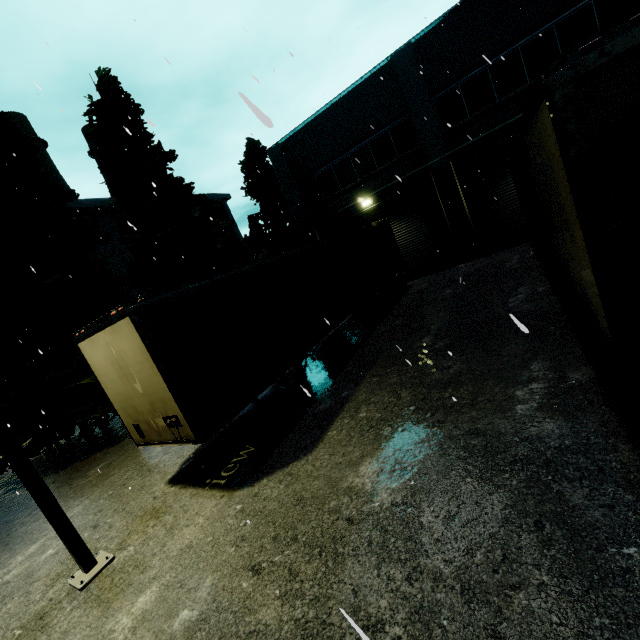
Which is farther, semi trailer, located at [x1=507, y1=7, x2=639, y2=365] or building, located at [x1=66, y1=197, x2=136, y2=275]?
building, located at [x1=66, y1=197, x2=136, y2=275]

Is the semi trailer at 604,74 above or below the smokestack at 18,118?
below

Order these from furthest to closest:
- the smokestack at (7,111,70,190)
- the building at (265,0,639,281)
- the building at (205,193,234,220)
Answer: the building at (205,193,234,220), the smokestack at (7,111,70,190), the building at (265,0,639,281)

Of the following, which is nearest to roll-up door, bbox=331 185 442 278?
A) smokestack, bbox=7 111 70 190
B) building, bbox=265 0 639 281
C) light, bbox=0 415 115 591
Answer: A: building, bbox=265 0 639 281

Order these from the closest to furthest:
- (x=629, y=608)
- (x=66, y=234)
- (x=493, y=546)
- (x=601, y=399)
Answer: (x=629, y=608) → (x=493, y=546) → (x=601, y=399) → (x=66, y=234)

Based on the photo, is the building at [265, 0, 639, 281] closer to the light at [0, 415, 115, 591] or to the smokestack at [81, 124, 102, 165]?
the smokestack at [81, 124, 102, 165]

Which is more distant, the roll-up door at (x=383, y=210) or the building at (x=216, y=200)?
the building at (x=216, y=200)

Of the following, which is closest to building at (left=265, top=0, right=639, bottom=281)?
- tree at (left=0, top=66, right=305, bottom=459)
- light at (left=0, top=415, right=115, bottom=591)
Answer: tree at (left=0, top=66, right=305, bottom=459)
